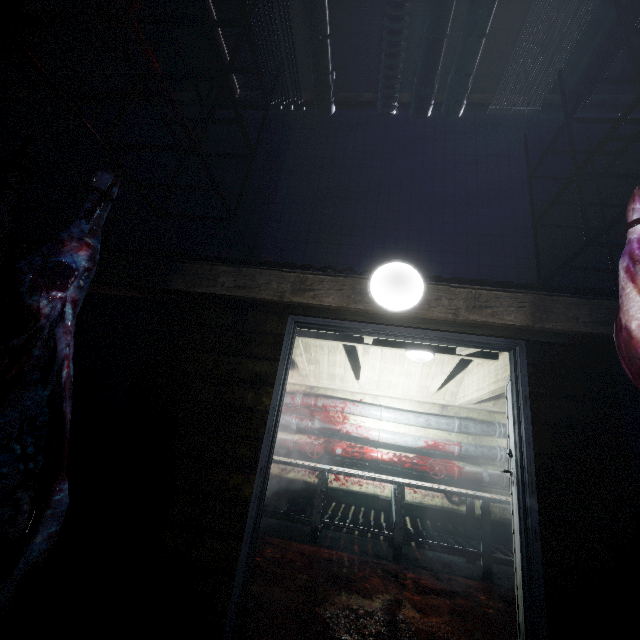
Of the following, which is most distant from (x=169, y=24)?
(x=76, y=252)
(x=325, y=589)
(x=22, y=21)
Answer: (x=325, y=589)

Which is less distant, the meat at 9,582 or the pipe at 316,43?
the meat at 9,582

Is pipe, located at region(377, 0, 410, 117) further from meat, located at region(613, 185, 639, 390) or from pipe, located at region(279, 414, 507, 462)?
pipe, located at region(279, 414, 507, 462)

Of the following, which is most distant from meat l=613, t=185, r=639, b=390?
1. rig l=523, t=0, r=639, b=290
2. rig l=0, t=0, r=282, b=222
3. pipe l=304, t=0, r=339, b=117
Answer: pipe l=304, t=0, r=339, b=117

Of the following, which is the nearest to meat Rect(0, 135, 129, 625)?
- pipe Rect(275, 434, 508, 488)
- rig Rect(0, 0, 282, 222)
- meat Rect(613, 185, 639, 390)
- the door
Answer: rig Rect(0, 0, 282, 222)

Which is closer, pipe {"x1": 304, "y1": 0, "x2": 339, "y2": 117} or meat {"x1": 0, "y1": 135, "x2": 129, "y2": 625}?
meat {"x1": 0, "y1": 135, "x2": 129, "y2": 625}

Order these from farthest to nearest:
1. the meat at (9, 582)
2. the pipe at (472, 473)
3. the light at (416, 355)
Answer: the pipe at (472, 473), the light at (416, 355), the meat at (9, 582)

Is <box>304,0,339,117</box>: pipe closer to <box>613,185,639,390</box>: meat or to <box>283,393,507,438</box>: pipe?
<box>613,185,639,390</box>: meat
